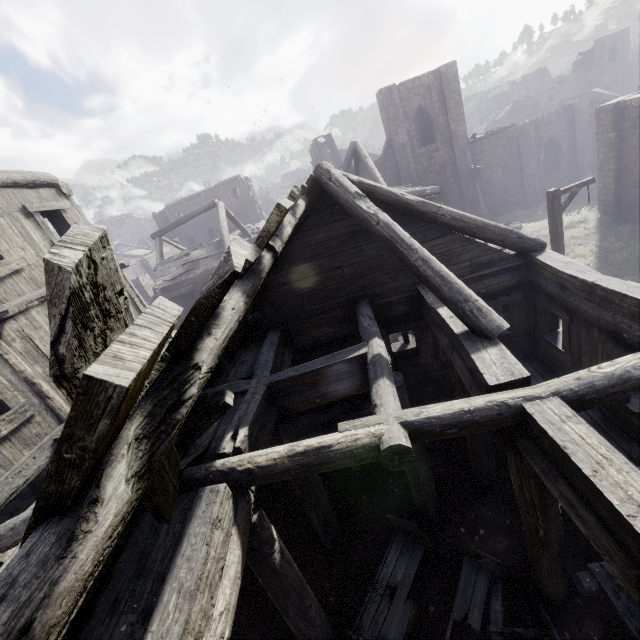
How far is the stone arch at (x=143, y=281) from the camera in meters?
28.5 m

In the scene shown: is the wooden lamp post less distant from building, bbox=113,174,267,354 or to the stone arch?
building, bbox=113,174,267,354

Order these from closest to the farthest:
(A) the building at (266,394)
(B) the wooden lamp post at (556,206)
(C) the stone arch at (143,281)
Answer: (A) the building at (266,394) < (B) the wooden lamp post at (556,206) < (C) the stone arch at (143,281)

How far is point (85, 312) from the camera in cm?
99

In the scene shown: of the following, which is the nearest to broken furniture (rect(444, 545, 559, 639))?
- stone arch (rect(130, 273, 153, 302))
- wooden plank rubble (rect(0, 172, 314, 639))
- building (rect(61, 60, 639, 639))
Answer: building (rect(61, 60, 639, 639))

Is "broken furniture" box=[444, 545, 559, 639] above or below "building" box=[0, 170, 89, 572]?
below

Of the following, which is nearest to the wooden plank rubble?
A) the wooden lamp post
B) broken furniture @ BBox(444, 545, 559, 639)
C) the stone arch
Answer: broken furniture @ BBox(444, 545, 559, 639)

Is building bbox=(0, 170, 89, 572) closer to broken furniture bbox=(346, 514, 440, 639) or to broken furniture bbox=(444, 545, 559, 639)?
broken furniture bbox=(346, 514, 440, 639)
